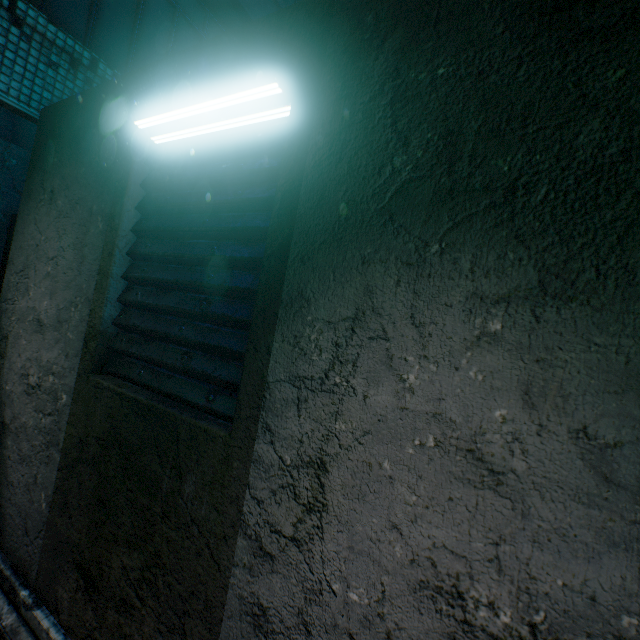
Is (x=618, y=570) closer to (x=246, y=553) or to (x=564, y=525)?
(x=564, y=525)
